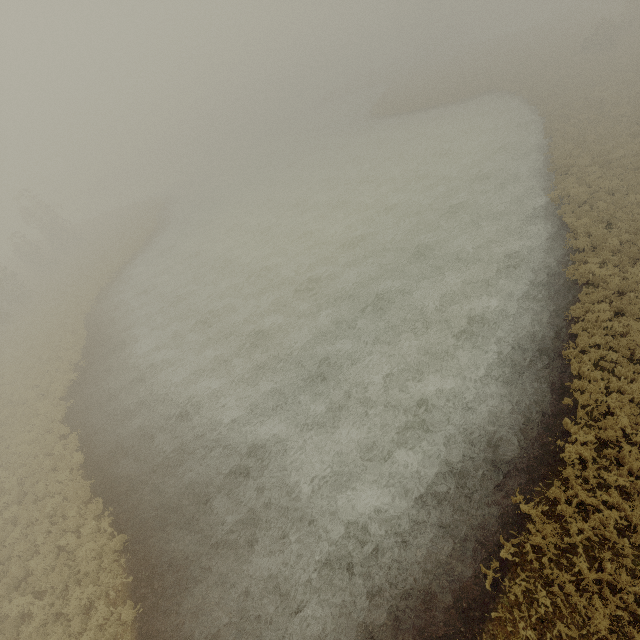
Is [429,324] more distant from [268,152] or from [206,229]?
[268,152]
